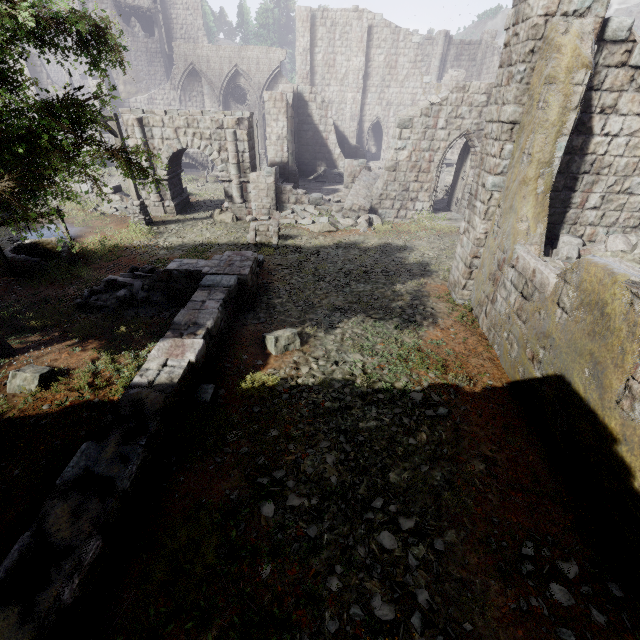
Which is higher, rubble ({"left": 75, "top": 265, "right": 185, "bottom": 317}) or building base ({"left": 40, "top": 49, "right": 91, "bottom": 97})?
building base ({"left": 40, "top": 49, "right": 91, "bottom": 97})

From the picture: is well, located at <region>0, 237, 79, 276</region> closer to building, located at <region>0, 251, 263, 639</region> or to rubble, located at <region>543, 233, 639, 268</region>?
building, located at <region>0, 251, 263, 639</region>

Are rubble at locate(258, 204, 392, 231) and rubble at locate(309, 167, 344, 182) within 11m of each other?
yes

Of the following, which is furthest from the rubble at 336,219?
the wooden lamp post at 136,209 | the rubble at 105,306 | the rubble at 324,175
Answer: the rubble at 324,175

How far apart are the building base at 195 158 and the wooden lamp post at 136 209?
13.11m

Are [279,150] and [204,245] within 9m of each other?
no

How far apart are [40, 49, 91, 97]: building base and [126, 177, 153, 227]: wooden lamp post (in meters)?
38.36

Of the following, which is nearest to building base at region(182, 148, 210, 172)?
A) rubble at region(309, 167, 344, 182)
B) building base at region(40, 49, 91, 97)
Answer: rubble at region(309, 167, 344, 182)
